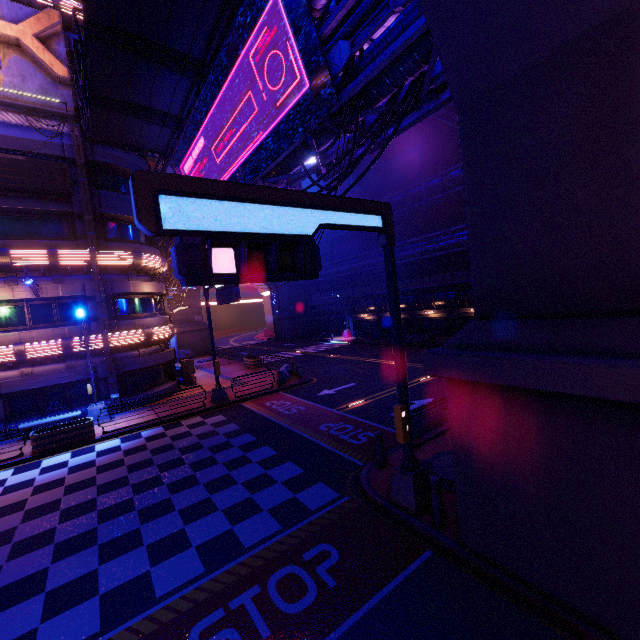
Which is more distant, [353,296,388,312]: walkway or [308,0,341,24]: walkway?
[353,296,388,312]: walkway

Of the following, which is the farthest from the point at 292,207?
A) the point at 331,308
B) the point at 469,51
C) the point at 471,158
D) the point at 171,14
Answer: the point at 331,308

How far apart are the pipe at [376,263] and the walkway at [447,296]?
2.8m

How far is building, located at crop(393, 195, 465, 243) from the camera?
42.7m

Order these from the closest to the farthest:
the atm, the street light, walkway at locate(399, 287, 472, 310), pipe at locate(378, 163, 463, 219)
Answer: the street light, the atm, walkway at locate(399, 287, 472, 310), pipe at locate(378, 163, 463, 219)

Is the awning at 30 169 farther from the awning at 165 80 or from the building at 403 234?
the building at 403 234

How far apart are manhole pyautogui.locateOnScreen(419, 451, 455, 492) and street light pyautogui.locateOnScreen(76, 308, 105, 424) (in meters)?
16.31

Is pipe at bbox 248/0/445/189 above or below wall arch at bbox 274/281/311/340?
above
